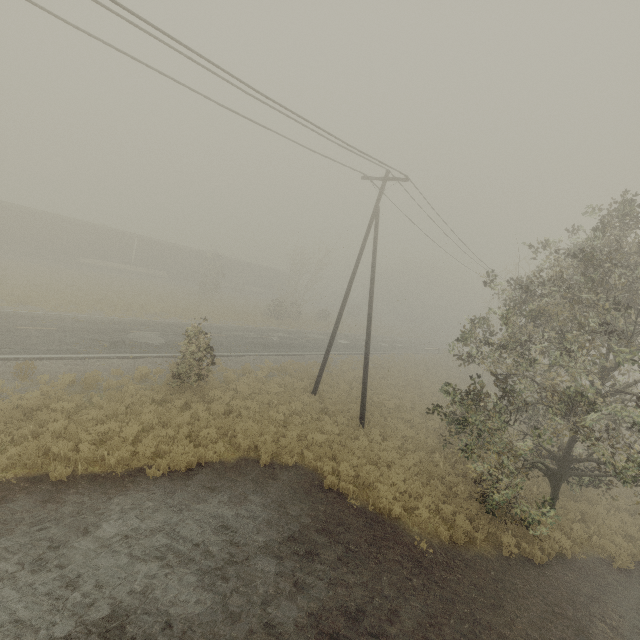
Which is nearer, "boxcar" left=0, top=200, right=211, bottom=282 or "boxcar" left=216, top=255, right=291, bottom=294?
"boxcar" left=0, top=200, right=211, bottom=282

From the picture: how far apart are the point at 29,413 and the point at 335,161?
15.05m

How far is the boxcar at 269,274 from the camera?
49.5m

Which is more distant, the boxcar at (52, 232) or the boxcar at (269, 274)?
the boxcar at (269, 274)

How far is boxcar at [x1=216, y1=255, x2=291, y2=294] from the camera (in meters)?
49.50
